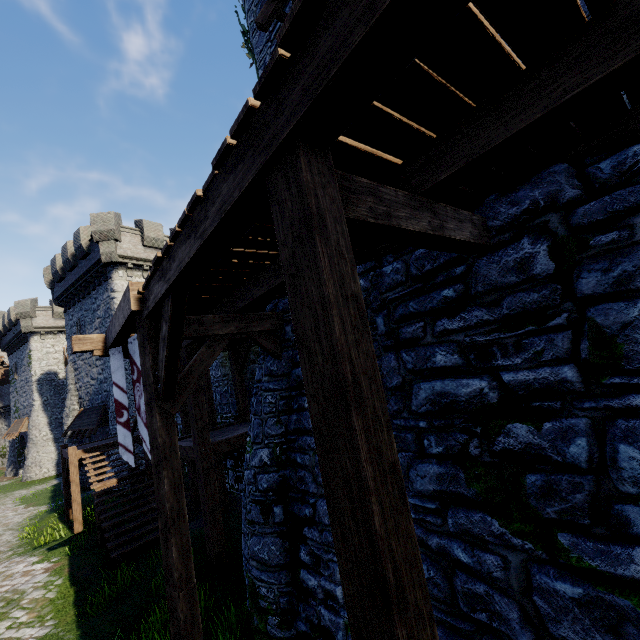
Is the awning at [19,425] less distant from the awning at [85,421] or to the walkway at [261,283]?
the awning at [85,421]

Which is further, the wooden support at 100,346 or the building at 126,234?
the building at 126,234

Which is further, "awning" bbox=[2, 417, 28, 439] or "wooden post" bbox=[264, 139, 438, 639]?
"awning" bbox=[2, 417, 28, 439]

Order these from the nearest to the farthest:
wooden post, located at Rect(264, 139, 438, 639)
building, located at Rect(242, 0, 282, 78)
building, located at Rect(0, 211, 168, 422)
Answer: wooden post, located at Rect(264, 139, 438, 639) → building, located at Rect(242, 0, 282, 78) → building, located at Rect(0, 211, 168, 422)

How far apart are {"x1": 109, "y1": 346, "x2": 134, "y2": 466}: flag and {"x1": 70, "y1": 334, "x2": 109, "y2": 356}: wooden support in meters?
0.3 m

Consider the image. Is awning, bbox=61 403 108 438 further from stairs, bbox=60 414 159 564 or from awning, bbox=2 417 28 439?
awning, bbox=2 417 28 439

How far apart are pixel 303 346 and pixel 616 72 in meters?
2.2

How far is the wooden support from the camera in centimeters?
697cm
